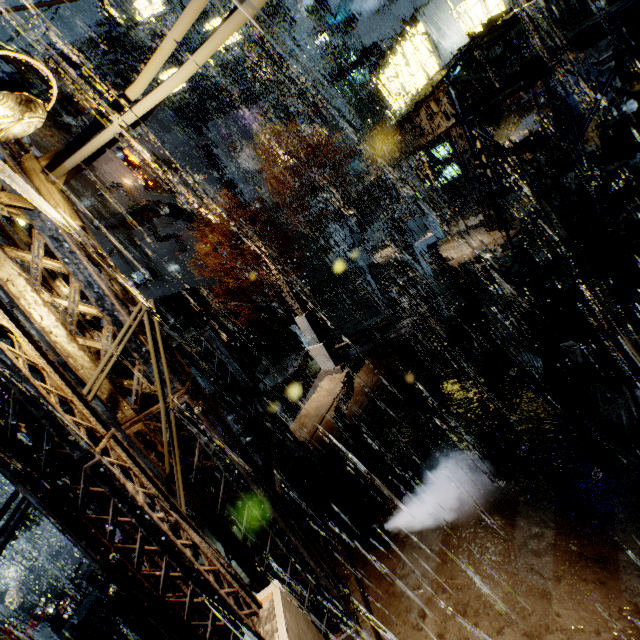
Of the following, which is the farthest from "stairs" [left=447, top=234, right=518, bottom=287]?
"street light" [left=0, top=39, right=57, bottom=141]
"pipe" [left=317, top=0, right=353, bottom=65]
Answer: "pipe" [left=317, top=0, right=353, bottom=65]

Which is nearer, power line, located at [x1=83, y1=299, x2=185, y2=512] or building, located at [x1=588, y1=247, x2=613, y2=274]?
power line, located at [x1=83, y1=299, x2=185, y2=512]

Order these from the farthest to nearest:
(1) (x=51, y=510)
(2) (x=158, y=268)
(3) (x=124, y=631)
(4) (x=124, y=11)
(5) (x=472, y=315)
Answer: (2) (x=158, y=268)
(4) (x=124, y=11)
(5) (x=472, y=315)
(3) (x=124, y=631)
(1) (x=51, y=510)

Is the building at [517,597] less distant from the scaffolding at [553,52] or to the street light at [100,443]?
the scaffolding at [553,52]

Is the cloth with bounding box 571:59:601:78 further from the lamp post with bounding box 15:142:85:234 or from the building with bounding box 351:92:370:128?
the lamp post with bounding box 15:142:85:234

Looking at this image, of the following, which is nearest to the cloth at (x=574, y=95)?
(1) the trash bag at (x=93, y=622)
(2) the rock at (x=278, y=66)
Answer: (1) the trash bag at (x=93, y=622)

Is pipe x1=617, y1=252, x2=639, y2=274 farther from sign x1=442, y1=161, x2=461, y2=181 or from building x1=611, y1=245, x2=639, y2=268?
sign x1=442, y1=161, x2=461, y2=181

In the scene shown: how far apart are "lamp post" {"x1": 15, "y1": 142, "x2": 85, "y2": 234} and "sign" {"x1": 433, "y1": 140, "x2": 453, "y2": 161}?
27.5m
